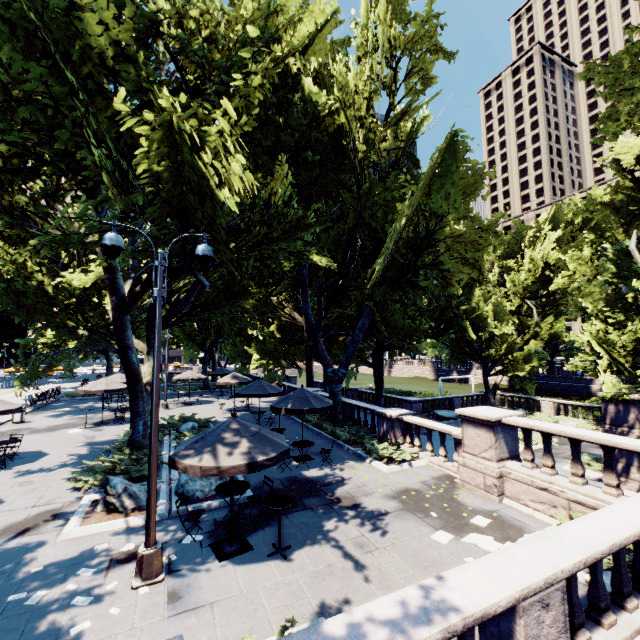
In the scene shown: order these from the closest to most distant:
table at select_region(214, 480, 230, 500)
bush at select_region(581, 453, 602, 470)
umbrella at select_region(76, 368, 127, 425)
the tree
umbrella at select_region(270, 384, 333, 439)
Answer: the tree, table at select_region(214, 480, 230, 500), umbrella at select_region(270, 384, 333, 439), bush at select_region(581, 453, 602, 470), umbrella at select_region(76, 368, 127, 425)

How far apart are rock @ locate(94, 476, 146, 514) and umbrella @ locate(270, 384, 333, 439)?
5.0 meters

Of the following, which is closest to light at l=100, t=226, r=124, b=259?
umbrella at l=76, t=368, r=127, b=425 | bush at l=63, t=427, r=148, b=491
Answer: bush at l=63, t=427, r=148, b=491

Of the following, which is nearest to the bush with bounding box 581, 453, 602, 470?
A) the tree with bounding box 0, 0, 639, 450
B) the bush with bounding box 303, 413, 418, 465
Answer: the tree with bounding box 0, 0, 639, 450

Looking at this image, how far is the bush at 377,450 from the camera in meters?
13.3 m

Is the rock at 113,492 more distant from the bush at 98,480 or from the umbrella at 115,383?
the umbrella at 115,383

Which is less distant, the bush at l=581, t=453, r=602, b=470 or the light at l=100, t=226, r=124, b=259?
the light at l=100, t=226, r=124, b=259

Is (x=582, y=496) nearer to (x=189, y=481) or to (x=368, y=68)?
(x=189, y=481)
